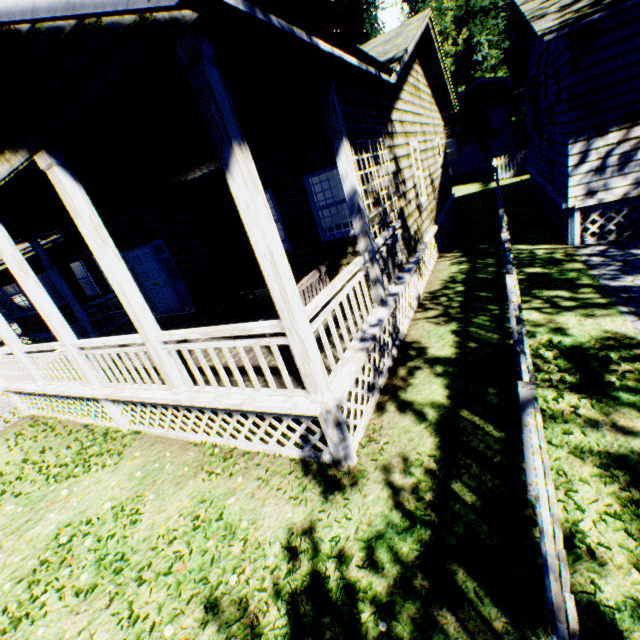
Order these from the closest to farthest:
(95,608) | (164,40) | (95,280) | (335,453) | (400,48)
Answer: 1. (164,40)
2. (95,608)
3. (335,453)
4. (400,48)
5. (95,280)

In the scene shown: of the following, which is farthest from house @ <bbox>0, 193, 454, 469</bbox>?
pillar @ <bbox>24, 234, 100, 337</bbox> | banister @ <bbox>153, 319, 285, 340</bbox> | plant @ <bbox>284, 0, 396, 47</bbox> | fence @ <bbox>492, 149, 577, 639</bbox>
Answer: plant @ <bbox>284, 0, 396, 47</bbox>

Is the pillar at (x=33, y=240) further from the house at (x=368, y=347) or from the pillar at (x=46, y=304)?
the pillar at (x=46, y=304)

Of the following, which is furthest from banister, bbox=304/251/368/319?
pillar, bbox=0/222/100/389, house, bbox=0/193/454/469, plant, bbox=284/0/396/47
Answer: plant, bbox=284/0/396/47

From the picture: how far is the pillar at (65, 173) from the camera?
3.7m

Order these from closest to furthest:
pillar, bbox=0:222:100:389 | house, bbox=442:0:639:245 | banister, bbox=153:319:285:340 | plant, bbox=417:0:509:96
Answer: banister, bbox=153:319:285:340 → pillar, bbox=0:222:100:389 → house, bbox=442:0:639:245 → plant, bbox=417:0:509:96

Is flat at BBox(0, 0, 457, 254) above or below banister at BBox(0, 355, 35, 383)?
above

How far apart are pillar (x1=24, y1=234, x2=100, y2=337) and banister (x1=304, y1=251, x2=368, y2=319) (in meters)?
9.85
